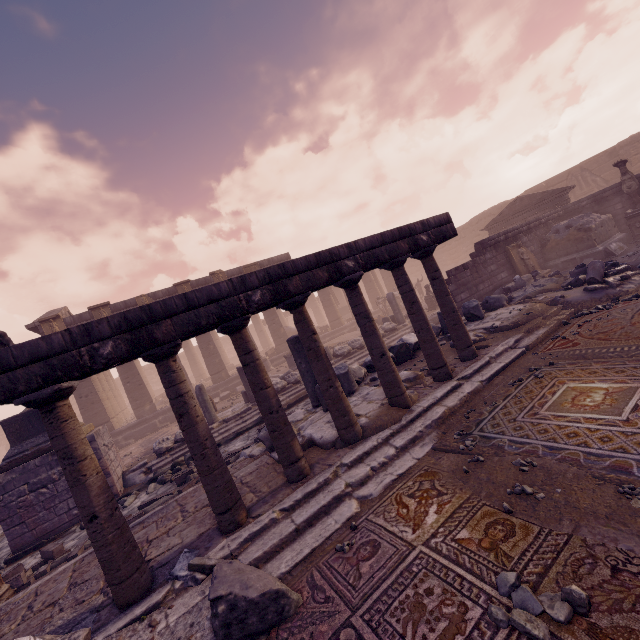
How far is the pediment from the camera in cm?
1641

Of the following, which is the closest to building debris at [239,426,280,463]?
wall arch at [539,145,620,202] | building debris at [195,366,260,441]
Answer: building debris at [195,366,260,441]

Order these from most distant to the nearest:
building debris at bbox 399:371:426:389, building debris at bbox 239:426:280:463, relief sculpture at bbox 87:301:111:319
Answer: relief sculpture at bbox 87:301:111:319, building debris at bbox 399:371:426:389, building debris at bbox 239:426:280:463

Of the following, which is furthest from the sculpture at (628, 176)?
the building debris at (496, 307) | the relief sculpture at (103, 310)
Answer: the relief sculpture at (103, 310)

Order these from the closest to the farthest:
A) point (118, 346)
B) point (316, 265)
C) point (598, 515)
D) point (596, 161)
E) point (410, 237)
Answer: point (598, 515) → point (118, 346) → point (316, 265) → point (410, 237) → point (596, 161)

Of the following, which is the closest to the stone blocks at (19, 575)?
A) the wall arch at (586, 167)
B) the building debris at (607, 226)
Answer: the building debris at (607, 226)

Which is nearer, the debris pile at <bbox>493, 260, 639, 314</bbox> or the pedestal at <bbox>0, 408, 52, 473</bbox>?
the debris pile at <bbox>493, 260, 639, 314</bbox>

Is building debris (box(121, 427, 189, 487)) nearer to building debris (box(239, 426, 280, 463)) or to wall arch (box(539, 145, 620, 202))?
building debris (box(239, 426, 280, 463))
